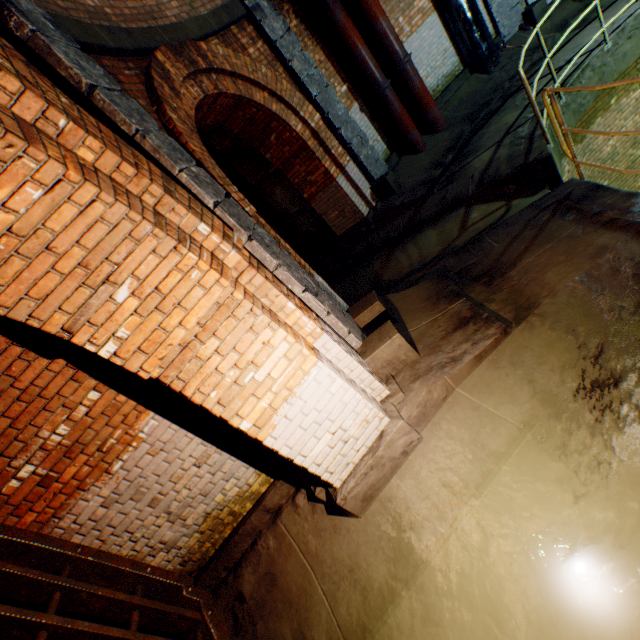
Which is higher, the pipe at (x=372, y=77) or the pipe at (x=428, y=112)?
the pipe at (x=372, y=77)

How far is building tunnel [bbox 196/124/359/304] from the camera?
7.2 meters

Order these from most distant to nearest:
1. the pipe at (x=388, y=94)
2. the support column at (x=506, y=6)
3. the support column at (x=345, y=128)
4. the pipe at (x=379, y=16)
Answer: the support column at (x=506, y=6) → the pipe at (x=388, y=94) → the pipe at (x=379, y=16) → the support column at (x=345, y=128)

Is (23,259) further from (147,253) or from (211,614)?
(211,614)

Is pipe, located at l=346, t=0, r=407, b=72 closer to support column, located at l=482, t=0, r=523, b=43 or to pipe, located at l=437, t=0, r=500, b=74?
pipe, located at l=437, t=0, r=500, b=74

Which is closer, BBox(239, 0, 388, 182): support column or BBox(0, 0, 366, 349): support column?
BBox(0, 0, 366, 349): support column

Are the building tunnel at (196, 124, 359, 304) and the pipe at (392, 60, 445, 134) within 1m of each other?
no

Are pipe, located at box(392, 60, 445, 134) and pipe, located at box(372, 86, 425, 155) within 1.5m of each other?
yes
